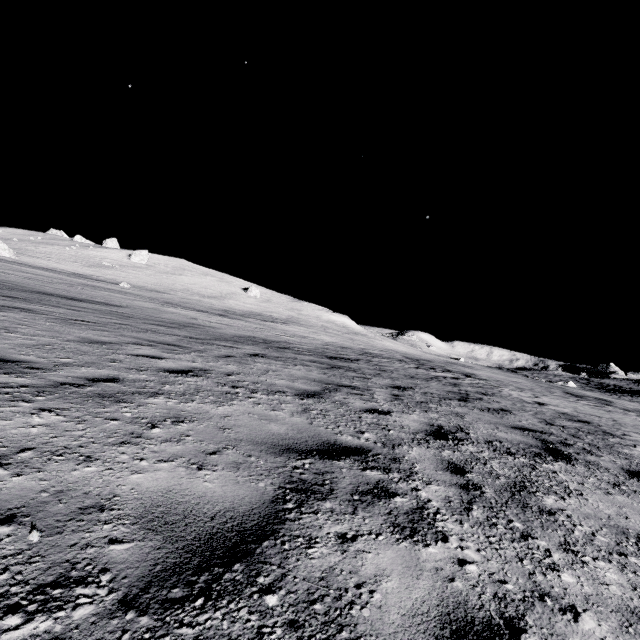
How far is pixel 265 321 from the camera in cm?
3766
